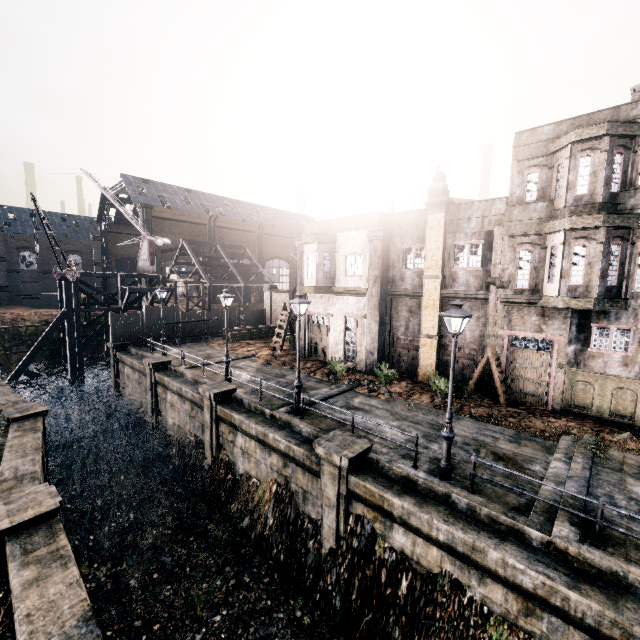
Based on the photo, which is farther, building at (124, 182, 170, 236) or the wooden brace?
building at (124, 182, 170, 236)

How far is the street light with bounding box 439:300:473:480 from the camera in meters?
9.9

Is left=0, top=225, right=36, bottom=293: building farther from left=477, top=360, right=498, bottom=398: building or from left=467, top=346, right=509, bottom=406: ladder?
left=467, top=346, right=509, bottom=406: ladder

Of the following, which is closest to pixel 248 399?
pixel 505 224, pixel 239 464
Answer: pixel 239 464

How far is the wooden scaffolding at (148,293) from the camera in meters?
32.7 m

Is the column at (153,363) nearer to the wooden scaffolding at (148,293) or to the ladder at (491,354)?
the wooden scaffolding at (148,293)

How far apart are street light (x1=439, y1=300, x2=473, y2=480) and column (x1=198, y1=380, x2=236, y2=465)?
11.25m

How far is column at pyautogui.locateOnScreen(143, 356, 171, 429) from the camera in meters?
23.2
